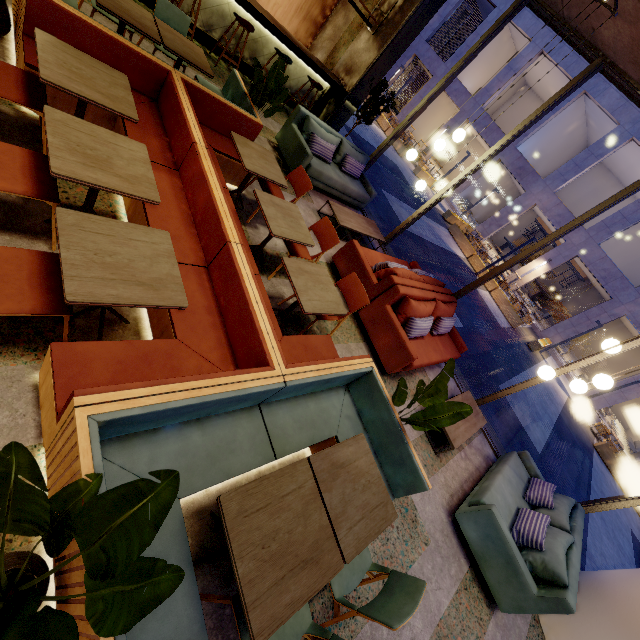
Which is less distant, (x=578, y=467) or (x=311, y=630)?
(x=311, y=630)

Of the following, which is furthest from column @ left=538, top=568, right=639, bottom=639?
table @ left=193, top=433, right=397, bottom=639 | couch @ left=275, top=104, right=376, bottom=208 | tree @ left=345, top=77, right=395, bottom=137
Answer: tree @ left=345, top=77, right=395, bottom=137

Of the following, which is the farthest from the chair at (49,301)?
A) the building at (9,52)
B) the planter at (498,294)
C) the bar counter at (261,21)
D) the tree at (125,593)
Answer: the planter at (498,294)

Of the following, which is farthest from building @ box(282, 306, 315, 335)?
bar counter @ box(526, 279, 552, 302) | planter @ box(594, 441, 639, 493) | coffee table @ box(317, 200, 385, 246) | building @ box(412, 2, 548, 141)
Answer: bar counter @ box(526, 279, 552, 302)

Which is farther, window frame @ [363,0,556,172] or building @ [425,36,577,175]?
building @ [425,36,577,175]

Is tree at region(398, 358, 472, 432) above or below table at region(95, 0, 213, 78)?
A: above

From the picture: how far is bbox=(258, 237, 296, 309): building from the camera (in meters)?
3.97

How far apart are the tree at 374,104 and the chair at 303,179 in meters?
3.9 m
